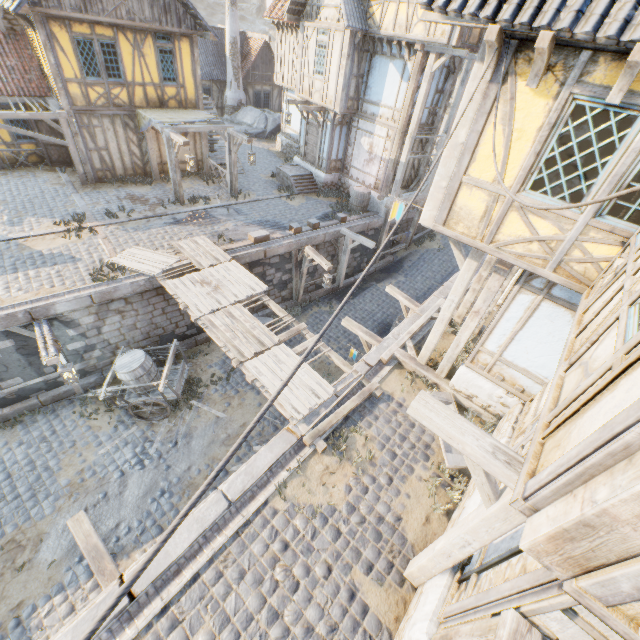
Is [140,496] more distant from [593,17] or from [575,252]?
[593,17]

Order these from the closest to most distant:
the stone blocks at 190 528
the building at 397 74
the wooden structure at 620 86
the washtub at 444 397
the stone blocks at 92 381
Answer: the wooden structure at 620 86, the stone blocks at 190 528, the washtub at 444 397, the stone blocks at 92 381, the building at 397 74

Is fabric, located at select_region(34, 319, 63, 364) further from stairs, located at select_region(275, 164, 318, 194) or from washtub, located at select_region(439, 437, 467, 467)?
stairs, located at select_region(275, 164, 318, 194)

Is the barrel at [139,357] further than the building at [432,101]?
No

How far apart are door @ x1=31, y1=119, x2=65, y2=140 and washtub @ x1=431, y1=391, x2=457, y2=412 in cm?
1936

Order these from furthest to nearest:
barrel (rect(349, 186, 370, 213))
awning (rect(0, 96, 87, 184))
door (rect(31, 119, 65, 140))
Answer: barrel (rect(349, 186, 370, 213)), door (rect(31, 119, 65, 140)), awning (rect(0, 96, 87, 184))

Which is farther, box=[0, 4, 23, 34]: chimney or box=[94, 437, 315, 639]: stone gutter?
box=[0, 4, 23, 34]: chimney

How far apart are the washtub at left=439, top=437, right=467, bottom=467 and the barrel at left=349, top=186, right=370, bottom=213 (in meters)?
11.06
